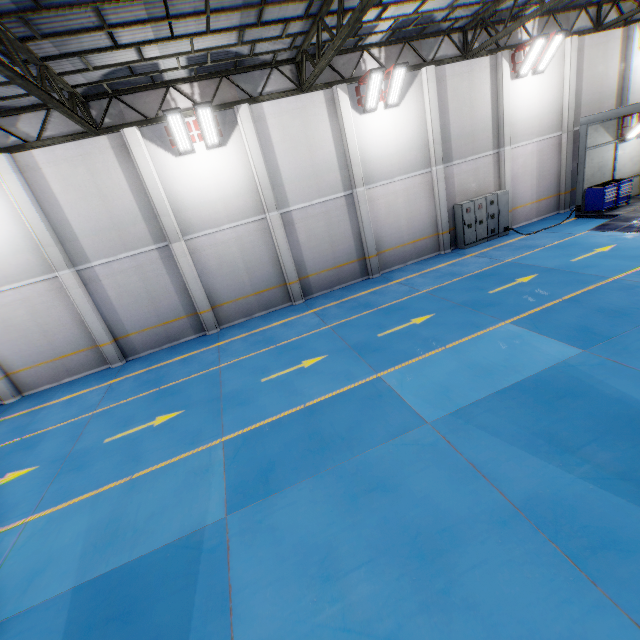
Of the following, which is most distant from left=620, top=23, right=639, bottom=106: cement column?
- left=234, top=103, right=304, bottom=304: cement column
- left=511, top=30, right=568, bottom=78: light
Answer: left=234, top=103, right=304, bottom=304: cement column

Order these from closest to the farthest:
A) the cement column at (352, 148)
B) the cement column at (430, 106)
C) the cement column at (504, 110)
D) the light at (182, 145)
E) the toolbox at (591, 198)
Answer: the light at (182, 145)
the cement column at (352, 148)
the cement column at (430, 106)
the cement column at (504, 110)
the toolbox at (591, 198)

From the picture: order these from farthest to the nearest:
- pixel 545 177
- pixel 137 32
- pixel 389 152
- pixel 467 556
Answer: pixel 545 177 → pixel 389 152 → pixel 137 32 → pixel 467 556

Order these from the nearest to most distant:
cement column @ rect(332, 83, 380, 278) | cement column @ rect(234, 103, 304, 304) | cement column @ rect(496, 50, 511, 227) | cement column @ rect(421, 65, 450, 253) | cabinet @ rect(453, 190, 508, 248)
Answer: cement column @ rect(234, 103, 304, 304)
cement column @ rect(332, 83, 380, 278)
cement column @ rect(421, 65, 450, 253)
cement column @ rect(496, 50, 511, 227)
cabinet @ rect(453, 190, 508, 248)

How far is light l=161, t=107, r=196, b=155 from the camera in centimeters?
1048cm

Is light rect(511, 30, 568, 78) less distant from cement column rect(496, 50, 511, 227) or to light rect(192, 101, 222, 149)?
cement column rect(496, 50, 511, 227)

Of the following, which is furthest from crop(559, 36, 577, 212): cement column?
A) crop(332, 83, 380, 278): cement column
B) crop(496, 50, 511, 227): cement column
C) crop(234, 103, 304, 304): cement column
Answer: crop(234, 103, 304, 304): cement column

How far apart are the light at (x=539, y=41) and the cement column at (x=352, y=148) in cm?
822
